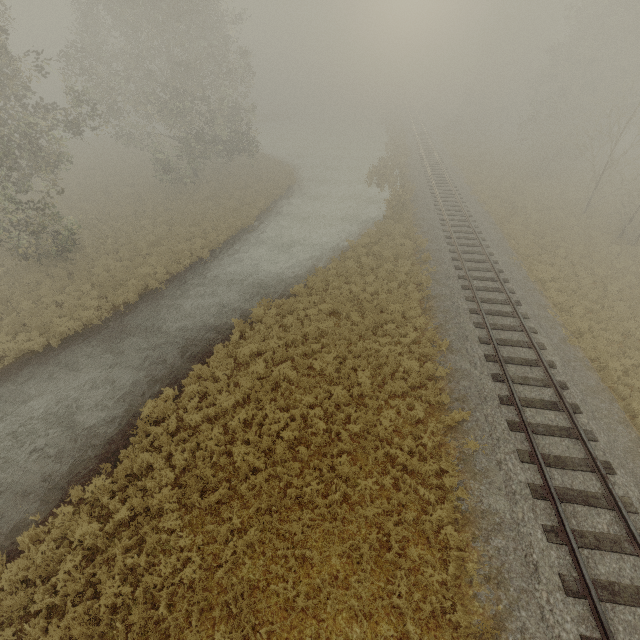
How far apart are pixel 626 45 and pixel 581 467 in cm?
3753

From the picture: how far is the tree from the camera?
25.0 meters

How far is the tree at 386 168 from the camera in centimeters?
2502cm
